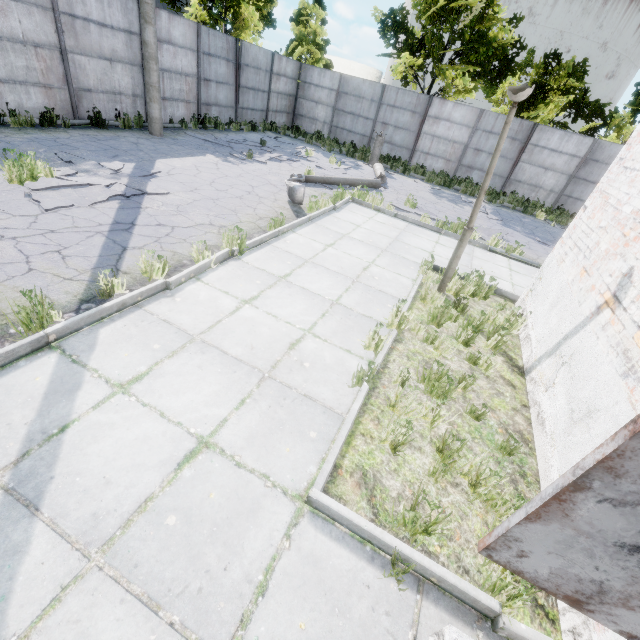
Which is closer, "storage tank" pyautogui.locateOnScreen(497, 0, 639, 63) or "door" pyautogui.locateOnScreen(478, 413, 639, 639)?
"door" pyautogui.locateOnScreen(478, 413, 639, 639)

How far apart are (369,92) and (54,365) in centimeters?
2253cm

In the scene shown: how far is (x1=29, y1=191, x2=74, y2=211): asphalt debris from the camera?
5.55m

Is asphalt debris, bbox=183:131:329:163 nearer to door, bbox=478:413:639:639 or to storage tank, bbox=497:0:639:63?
door, bbox=478:413:639:639

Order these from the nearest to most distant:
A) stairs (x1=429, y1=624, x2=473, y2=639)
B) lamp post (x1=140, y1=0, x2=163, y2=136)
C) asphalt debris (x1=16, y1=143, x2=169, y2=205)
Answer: stairs (x1=429, y1=624, x2=473, y2=639)
asphalt debris (x1=16, y1=143, x2=169, y2=205)
lamp post (x1=140, y1=0, x2=163, y2=136)

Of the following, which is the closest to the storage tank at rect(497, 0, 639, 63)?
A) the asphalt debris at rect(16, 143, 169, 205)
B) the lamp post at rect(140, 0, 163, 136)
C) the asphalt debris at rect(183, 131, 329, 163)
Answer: the asphalt debris at rect(183, 131, 329, 163)

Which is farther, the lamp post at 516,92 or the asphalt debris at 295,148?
the asphalt debris at 295,148

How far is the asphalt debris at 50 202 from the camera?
5.6m
